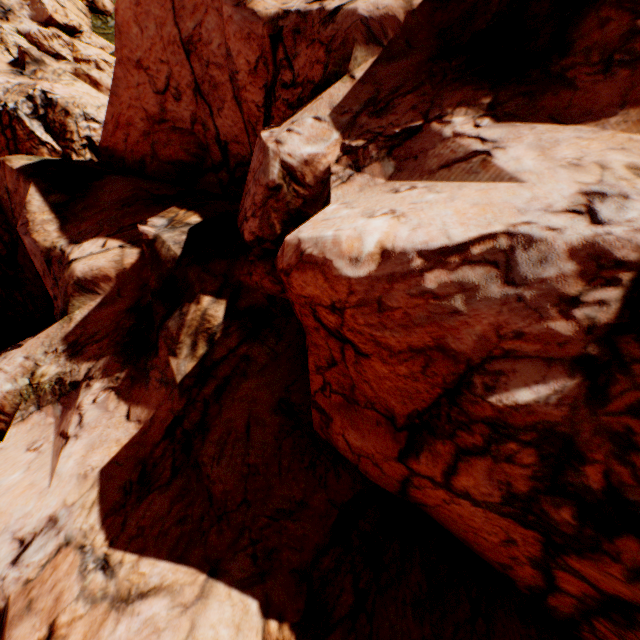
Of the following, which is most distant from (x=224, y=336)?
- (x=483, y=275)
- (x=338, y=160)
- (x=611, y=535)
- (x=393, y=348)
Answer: (x=611, y=535)
